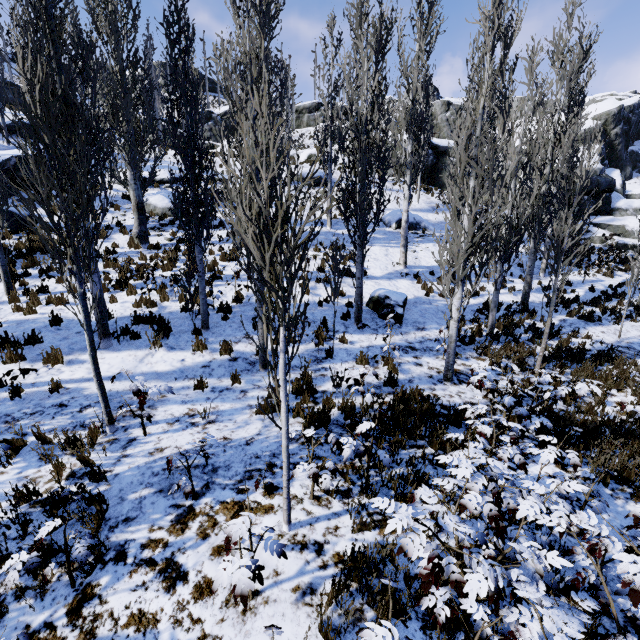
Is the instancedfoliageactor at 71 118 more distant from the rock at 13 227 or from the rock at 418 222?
the rock at 418 222

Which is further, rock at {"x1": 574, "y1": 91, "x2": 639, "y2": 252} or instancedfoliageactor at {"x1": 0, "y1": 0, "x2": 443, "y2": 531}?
rock at {"x1": 574, "y1": 91, "x2": 639, "y2": 252}

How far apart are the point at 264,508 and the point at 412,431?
2.9m

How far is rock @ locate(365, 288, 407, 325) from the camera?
10.62m

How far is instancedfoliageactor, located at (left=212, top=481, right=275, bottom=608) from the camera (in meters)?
2.45

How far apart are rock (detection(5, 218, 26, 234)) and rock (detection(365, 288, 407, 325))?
14.8m

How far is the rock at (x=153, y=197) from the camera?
17.1 meters

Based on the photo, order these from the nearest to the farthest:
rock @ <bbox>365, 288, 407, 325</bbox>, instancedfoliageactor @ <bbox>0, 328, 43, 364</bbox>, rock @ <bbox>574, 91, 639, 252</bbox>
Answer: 1. instancedfoliageactor @ <bbox>0, 328, 43, 364</bbox>
2. rock @ <bbox>365, 288, 407, 325</bbox>
3. rock @ <bbox>574, 91, 639, 252</bbox>
